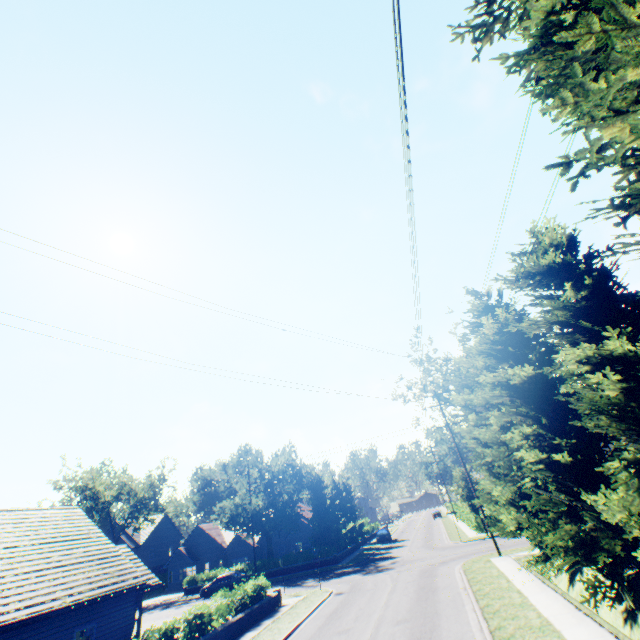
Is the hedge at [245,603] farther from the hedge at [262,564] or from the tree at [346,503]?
the hedge at [262,564]

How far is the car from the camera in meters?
33.4 m

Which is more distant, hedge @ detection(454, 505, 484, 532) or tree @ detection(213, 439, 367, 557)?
tree @ detection(213, 439, 367, 557)

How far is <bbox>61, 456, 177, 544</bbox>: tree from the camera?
44.8 meters

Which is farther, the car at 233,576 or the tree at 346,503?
the tree at 346,503

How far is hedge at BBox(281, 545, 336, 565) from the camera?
36.4m

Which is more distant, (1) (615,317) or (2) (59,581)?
(2) (59,581)

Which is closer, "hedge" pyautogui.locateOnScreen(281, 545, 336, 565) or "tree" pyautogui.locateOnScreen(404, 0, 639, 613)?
"tree" pyautogui.locateOnScreen(404, 0, 639, 613)
